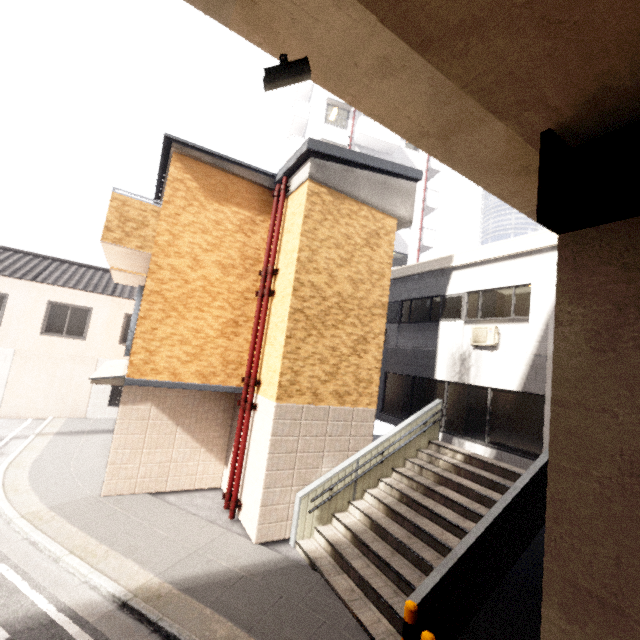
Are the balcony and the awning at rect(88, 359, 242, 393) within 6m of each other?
yes

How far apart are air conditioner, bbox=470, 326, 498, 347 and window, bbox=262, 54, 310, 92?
8.5m

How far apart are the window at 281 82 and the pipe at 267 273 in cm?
547

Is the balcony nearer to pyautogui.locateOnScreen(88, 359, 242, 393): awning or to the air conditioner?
pyautogui.locateOnScreen(88, 359, 242, 393): awning

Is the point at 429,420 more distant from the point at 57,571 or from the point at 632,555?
the point at 57,571

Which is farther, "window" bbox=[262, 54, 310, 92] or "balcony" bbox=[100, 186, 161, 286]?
"balcony" bbox=[100, 186, 161, 286]

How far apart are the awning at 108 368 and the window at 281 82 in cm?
691

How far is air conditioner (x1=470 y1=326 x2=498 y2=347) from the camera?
9.39m
